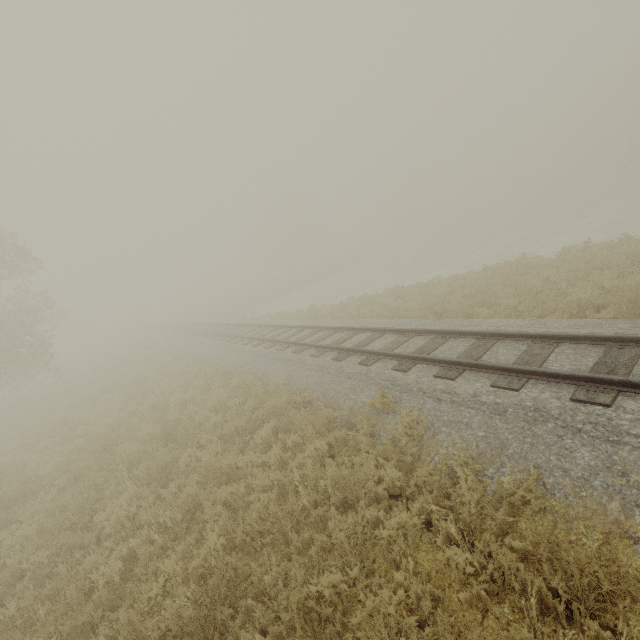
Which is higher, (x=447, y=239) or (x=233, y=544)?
(x=233, y=544)

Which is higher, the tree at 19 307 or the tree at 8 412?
the tree at 19 307

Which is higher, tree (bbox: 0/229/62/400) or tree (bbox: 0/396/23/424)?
tree (bbox: 0/229/62/400)
